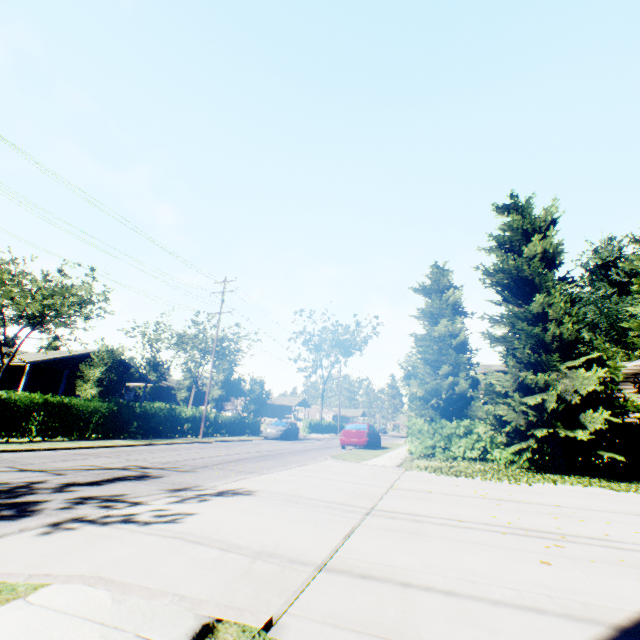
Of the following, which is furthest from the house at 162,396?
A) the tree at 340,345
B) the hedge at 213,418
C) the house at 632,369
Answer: the house at 632,369

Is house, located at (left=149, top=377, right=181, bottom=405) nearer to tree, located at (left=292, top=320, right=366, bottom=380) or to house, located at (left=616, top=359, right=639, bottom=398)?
tree, located at (left=292, top=320, right=366, bottom=380)

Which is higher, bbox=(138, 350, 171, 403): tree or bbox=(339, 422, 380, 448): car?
bbox=(138, 350, 171, 403): tree

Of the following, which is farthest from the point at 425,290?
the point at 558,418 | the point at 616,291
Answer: the point at 616,291

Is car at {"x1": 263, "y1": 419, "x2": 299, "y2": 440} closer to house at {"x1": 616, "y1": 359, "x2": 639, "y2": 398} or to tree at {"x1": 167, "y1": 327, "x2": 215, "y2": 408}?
tree at {"x1": 167, "y1": 327, "x2": 215, "y2": 408}

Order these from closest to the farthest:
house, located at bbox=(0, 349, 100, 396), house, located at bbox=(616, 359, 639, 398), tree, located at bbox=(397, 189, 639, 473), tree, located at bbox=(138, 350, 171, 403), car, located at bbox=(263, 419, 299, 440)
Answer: tree, located at bbox=(397, 189, 639, 473)
house, located at bbox=(616, 359, 639, 398)
house, located at bbox=(0, 349, 100, 396)
car, located at bbox=(263, 419, 299, 440)
tree, located at bbox=(138, 350, 171, 403)

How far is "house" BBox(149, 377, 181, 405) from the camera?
47.44m

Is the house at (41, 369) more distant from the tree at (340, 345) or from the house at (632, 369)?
the house at (632, 369)
